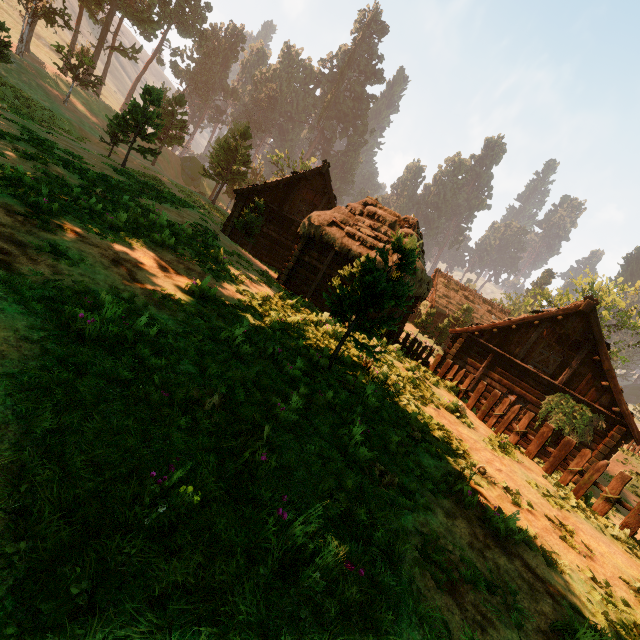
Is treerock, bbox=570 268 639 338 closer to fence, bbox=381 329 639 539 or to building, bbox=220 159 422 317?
building, bbox=220 159 422 317

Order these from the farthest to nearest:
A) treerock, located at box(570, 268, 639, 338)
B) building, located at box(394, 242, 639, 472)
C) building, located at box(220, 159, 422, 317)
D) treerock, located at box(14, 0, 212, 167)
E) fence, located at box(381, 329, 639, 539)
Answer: treerock, located at box(570, 268, 639, 338), treerock, located at box(14, 0, 212, 167), building, located at box(220, 159, 422, 317), building, located at box(394, 242, 639, 472), fence, located at box(381, 329, 639, 539)

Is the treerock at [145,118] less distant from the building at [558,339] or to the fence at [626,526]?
the building at [558,339]

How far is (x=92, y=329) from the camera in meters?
3.9

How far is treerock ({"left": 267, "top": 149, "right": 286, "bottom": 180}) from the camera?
47.22m

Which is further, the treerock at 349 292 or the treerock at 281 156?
the treerock at 281 156
